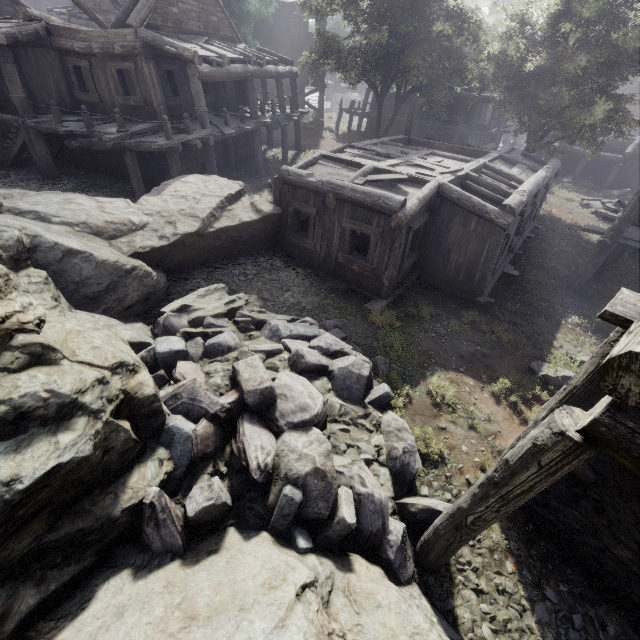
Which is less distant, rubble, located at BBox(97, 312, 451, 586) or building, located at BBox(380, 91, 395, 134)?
rubble, located at BBox(97, 312, 451, 586)

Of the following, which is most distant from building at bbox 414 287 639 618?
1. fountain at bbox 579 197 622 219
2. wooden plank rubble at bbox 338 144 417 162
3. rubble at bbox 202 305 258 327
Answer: fountain at bbox 579 197 622 219

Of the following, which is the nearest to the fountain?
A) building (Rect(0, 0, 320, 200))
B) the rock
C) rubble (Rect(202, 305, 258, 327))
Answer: building (Rect(0, 0, 320, 200))

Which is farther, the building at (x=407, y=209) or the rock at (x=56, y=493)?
the building at (x=407, y=209)

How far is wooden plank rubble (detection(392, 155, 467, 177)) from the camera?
10.8m

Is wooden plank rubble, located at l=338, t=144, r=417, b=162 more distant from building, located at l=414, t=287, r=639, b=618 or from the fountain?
the fountain

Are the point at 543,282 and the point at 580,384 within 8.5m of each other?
no

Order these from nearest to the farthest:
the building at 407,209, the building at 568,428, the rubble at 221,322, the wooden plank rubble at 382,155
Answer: the building at 568,428 → the rubble at 221,322 → the building at 407,209 → the wooden plank rubble at 382,155
